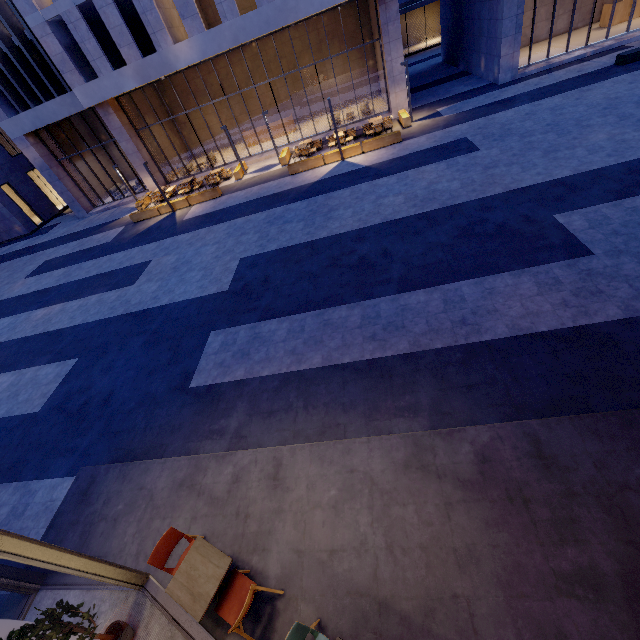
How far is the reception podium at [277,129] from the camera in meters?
24.3 m

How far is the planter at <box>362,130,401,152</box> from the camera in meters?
16.5 m

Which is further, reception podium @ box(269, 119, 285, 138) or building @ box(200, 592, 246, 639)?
reception podium @ box(269, 119, 285, 138)

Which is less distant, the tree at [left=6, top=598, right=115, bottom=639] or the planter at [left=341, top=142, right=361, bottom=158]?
the tree at [left=6, top=598, right=115, bottom=639]

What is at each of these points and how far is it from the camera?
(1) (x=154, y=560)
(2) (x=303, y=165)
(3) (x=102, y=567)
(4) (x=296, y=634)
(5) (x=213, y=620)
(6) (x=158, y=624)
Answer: (1) chair, 4.2m
(2) planter, 17.6m
(3) window frame, 4.2m
(4) chair, 3.3m
(5) building, 4.2m
(6) building, 4.4m

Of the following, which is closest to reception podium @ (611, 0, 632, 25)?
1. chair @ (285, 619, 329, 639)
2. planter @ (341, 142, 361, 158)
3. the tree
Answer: planter @ (341, 142, 361, 158)

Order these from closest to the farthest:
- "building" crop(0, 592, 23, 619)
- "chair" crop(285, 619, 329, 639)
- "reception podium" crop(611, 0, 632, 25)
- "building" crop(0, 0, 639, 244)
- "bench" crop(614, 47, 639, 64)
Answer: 1. "chair" crop(285, 619, 329, 639)
2. "building" crop(0, 592, 23, 619)
3. "bench" crop(614, 47, 639, 64)
4. "building" crop(0, 0, 639, 244)
5. "reception podium" crop(611, 0, 632, 25)

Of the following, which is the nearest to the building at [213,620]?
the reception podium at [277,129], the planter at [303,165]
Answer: the planter at [303,165]
